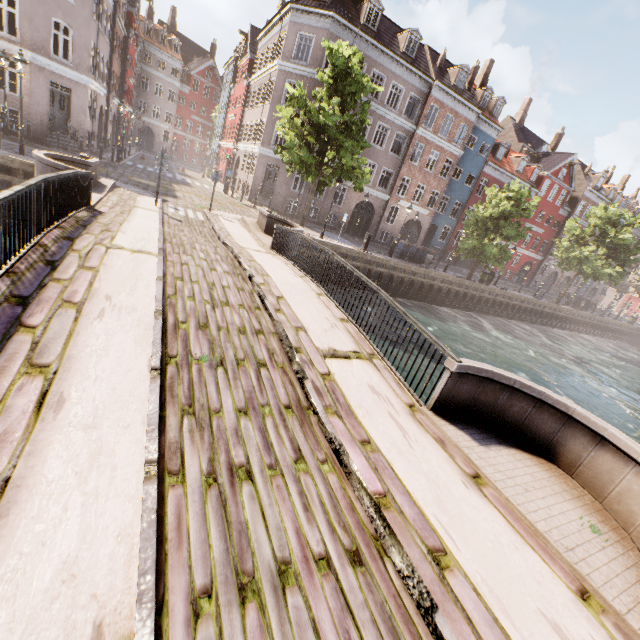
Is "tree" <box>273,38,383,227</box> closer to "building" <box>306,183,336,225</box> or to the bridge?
the bridge

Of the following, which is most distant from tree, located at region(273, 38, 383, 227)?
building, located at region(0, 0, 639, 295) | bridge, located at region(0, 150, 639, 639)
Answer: building, located at region(0, 0, 639, 295)

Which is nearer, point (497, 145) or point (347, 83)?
point (347, 83)

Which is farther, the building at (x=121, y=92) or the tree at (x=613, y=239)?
the tree at (x=613, y=239)

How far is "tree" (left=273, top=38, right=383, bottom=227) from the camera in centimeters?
1534cm

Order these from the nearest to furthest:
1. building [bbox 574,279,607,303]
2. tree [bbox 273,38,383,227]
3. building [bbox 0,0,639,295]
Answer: tree [bbox 273,38,383,227], building [bbox 0,0,639,295], building [bbox 574,279,607,303]

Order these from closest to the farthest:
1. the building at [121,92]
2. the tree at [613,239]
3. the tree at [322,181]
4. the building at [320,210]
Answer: the tree at [322,181] < the building at [121,92] < the building at [320,210] < the tree at [613,239]
